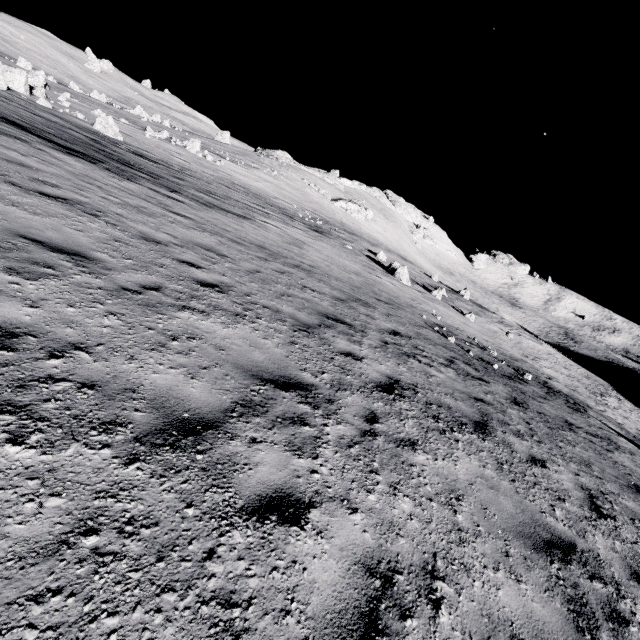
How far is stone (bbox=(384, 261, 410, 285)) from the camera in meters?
26.5

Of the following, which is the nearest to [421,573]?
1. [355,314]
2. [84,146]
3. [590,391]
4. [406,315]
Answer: [355,314]

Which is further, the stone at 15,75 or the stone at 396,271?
the stone at 396,271

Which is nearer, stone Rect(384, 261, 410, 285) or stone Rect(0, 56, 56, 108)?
stone Rect(0, 56, 56, 108)

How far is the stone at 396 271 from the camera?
26.5 meters
